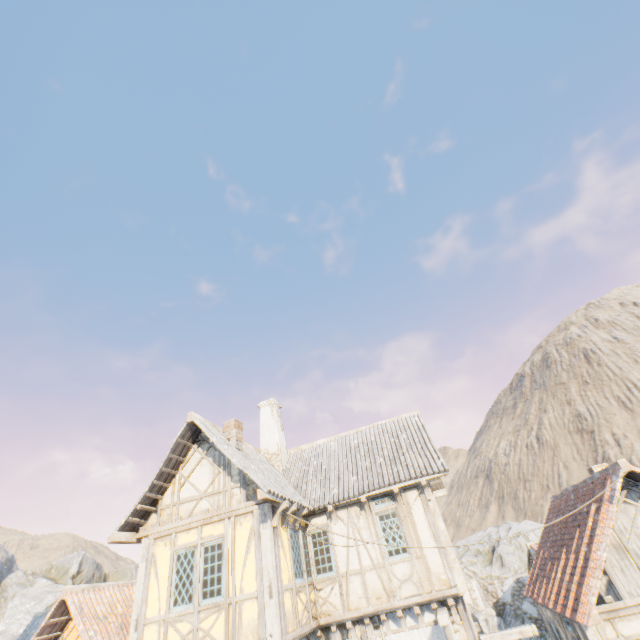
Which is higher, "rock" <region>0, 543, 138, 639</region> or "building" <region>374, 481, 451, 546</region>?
"rock" <region>0, 543, 138, 639</region>

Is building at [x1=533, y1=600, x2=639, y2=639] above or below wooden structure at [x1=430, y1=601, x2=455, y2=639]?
below

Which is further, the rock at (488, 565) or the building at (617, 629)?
the rock at (488, 565)

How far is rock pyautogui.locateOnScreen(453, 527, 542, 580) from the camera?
23.4m

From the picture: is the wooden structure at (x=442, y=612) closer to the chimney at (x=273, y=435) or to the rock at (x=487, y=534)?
the chimney at (x=273, y=435)

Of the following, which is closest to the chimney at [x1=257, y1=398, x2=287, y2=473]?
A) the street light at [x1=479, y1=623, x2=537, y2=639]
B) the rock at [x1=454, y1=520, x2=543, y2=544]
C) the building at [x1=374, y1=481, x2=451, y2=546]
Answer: the building at [x1=374, y1=481, x2=451, y2=546]

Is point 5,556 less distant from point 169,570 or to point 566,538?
point 169,570

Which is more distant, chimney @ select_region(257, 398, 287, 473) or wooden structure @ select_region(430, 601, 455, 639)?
chimney @ select_region(257, 398, 287, 473)
